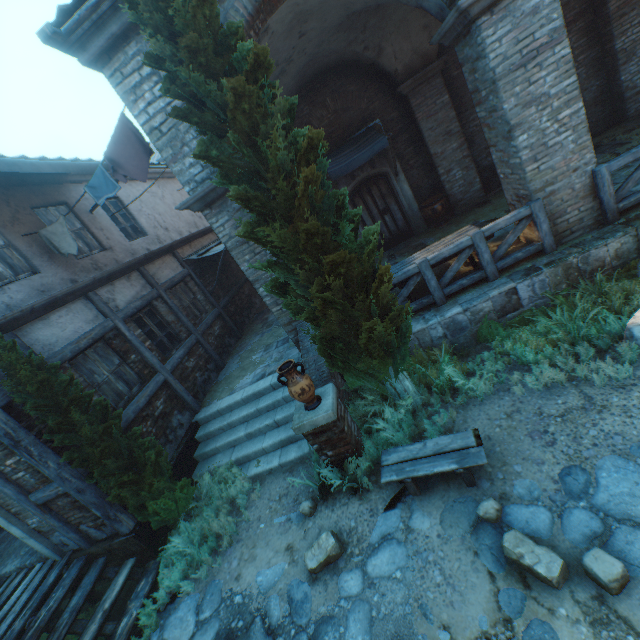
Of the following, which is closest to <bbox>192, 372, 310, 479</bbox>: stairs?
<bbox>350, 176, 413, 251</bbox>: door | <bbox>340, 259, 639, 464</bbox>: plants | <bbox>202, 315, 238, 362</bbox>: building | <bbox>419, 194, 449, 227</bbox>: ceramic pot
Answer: <bbox>340, 259, 639, 464</bbox>: plants

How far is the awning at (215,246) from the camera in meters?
10.8 m

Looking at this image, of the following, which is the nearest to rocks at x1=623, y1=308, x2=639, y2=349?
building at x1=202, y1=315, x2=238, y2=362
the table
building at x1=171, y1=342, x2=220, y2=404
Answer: the table

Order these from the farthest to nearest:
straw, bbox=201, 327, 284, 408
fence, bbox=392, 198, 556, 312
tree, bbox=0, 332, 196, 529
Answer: straw, bbox=201, 327, 284, 408 < fence, bbox=392, 198, 556, 312 < tree, bbox=0, 332, 196, 529

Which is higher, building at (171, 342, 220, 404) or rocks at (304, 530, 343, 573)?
building at (171, 342, 220, 404)

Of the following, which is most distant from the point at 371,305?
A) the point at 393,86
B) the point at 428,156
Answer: the point at 393,86

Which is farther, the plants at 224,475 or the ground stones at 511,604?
the plants at 224,475

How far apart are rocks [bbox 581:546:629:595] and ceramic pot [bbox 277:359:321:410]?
3.2m
